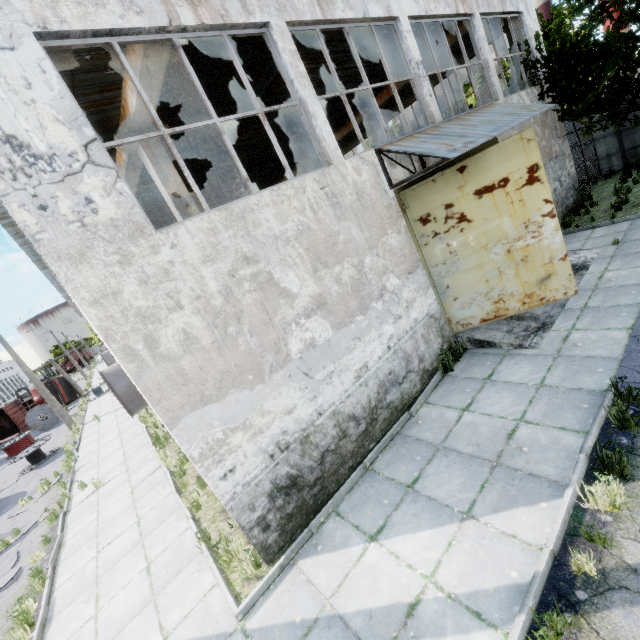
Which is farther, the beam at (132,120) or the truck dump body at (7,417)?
the truck dump body at (7,417)

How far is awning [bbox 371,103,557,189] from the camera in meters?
6.5

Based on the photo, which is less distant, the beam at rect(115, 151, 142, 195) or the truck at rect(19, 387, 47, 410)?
the beam at rect(115, 151, 142, 195)

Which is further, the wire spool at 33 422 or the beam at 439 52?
the wire spool at 33 422

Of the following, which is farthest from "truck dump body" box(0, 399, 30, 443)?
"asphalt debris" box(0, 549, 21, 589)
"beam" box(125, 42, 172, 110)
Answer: "asphalt debris" box(0, 549, 21, 589)

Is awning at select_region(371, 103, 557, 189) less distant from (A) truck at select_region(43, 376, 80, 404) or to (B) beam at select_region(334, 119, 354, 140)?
(B) beam at select_region(334, 119, 354, 140)

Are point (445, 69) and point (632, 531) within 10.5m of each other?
no

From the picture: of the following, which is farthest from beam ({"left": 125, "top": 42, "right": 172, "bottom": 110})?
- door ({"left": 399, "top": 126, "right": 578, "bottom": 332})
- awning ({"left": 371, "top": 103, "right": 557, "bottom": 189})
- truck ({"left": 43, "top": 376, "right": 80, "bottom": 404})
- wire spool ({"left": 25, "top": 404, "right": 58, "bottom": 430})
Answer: wire spool ({"left": 25, "top": 404, "right": 58, "bottom": 430})
